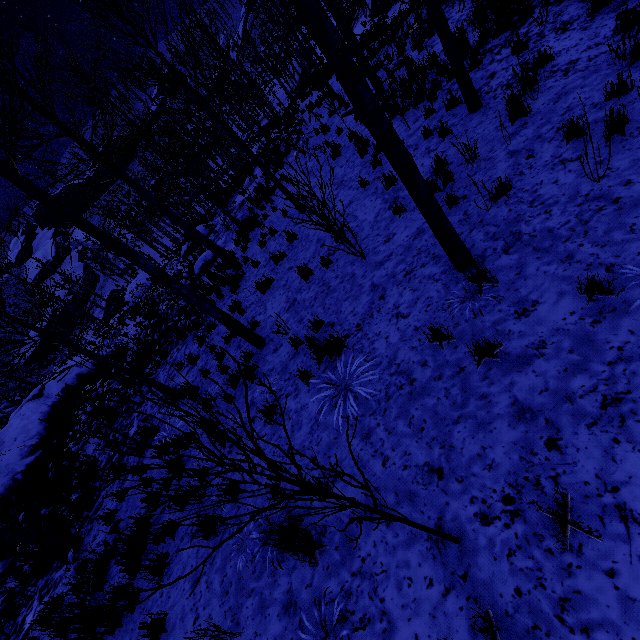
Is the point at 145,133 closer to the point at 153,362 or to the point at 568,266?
the point at 153,362

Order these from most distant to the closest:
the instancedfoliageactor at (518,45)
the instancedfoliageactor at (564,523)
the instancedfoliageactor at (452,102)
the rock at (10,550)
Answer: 1. the rock at (10,550)
2. the instancedfoliageactor at (452,102)
3. the instancedfoliageactor at (518,45)
4. the instancedfoliageactor at (564,523)

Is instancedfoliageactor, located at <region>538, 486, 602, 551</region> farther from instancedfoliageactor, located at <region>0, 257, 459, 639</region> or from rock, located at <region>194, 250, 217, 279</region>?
rock, located at <region>194, 250, 217, 279</region>

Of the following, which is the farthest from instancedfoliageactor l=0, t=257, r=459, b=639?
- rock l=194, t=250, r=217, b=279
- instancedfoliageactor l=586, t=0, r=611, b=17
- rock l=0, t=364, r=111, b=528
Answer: instancedfoliageactor l=586, t=0, r=611, b=17

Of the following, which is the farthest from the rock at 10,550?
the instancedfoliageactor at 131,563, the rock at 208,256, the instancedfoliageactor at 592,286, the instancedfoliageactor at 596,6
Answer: the instancedfoliageactor at 596,6

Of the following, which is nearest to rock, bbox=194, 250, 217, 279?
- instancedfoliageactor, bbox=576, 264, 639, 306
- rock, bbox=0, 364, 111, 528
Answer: rock, bbox=0, 364, 111, 528

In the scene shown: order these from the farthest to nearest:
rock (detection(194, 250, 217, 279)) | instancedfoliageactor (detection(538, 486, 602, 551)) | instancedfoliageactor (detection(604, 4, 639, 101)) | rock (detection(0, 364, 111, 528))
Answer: rock (detection(194, 250, 217, 279))
rock (detection(0, 364, 111, 528))
instancedfoliageactor (detection(604, 4, 639, 101))
instancedfoliageactor (detection(538, 486, 602, 551))

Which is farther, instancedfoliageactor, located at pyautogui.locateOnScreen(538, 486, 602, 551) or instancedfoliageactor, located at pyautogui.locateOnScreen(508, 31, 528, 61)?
instancedfoliageactor, located at pyautogui.locateOnScreen(508, 31, 528, 61)
